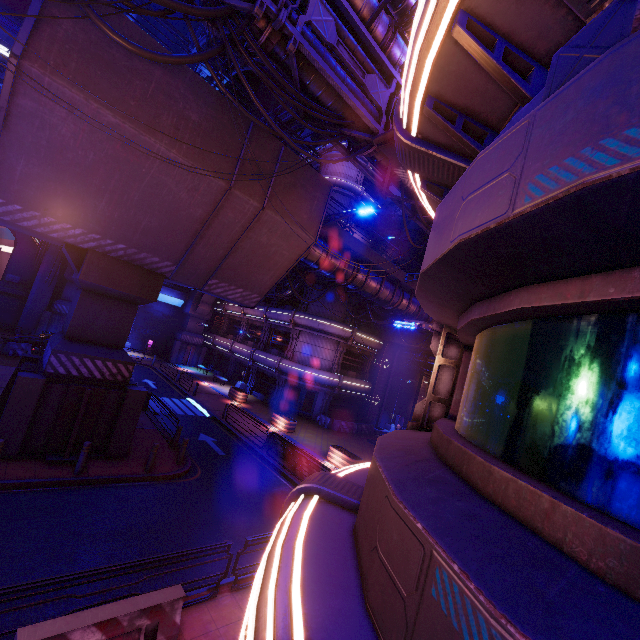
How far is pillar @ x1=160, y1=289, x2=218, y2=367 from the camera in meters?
39.8

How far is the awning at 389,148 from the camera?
9.3m

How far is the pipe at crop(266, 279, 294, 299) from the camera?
28.4m

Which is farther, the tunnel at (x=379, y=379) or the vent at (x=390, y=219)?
the vent at (x=390, y=219)

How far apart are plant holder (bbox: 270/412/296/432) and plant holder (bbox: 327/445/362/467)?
4.1 meters

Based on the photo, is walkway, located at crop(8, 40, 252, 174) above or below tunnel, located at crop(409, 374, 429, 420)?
above

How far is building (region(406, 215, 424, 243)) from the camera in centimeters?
3166cm

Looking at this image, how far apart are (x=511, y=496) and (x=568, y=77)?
2.3 meters
